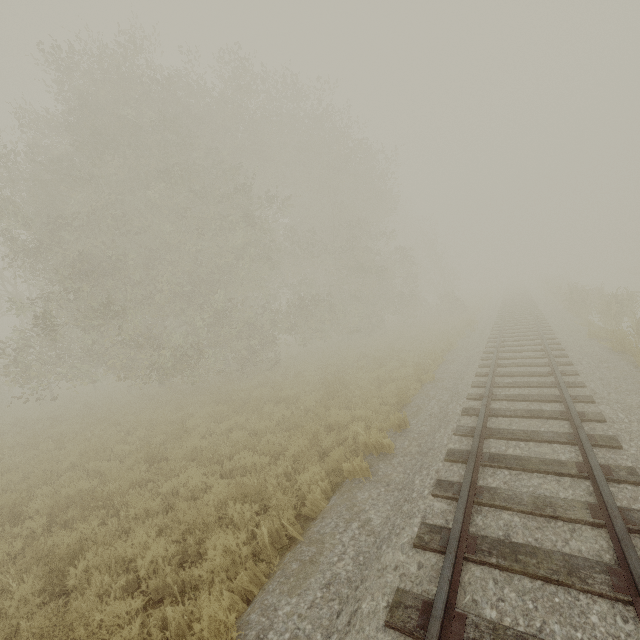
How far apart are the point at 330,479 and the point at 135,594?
3.5m
